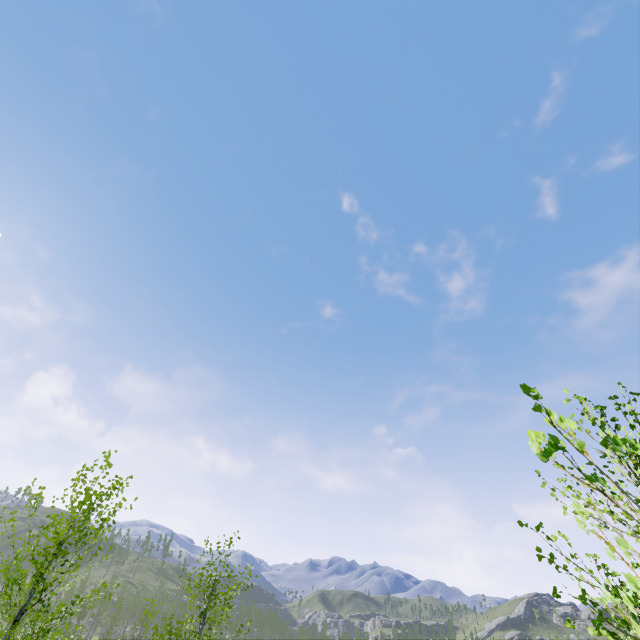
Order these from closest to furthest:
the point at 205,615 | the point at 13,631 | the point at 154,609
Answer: the point at 13,631, the point at 205,615, the point at 154,609

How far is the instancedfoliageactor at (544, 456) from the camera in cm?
91

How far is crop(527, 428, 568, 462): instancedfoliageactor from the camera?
0.91m
